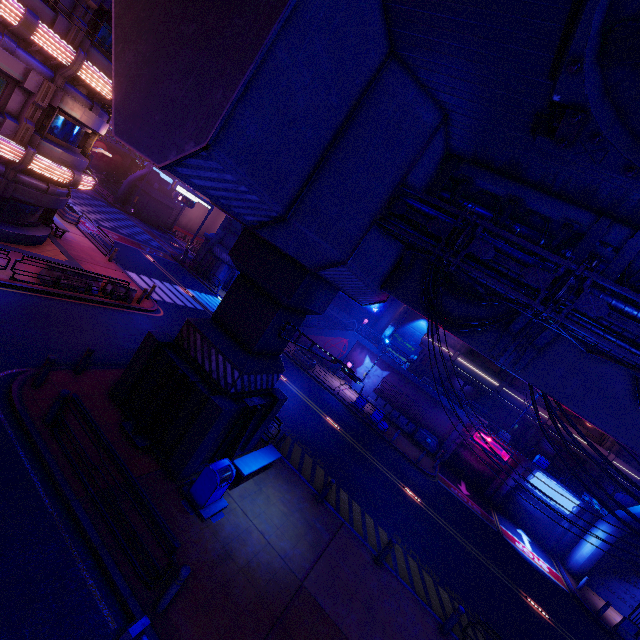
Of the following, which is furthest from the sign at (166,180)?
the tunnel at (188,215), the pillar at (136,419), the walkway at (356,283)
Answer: the pillar at (136,419)

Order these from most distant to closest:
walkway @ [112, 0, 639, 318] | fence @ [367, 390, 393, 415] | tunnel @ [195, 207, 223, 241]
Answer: tunnel @ [195, 207, 223, 241], fence @ [367, 390, 393, 415], walkway @ [112, 0, 639, 318]

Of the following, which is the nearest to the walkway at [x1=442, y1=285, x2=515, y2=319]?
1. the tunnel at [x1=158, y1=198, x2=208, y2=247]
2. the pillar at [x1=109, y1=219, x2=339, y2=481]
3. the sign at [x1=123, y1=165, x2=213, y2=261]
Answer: the pillar at [x1=109, y1=219, x2=339, y2=481]

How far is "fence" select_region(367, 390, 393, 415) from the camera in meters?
30.7

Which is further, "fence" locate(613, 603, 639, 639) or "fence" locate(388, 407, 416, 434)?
"fence" locate(388, 407, 416, 434)

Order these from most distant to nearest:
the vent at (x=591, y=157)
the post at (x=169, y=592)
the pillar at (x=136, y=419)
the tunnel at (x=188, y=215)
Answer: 1. the tunnel at (x=188, y=215)
2. the pillar at (x=136, y=419)
3. the post at (x=169, y=592)
4. the vent at (x=591, y=157)

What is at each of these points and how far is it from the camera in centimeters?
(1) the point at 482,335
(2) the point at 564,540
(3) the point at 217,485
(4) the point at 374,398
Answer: (1) walkway, 1088cm
(2) column, 2475cm
(3) trash can, 896cm
(4) fence, 3133cm

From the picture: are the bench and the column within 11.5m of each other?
no
